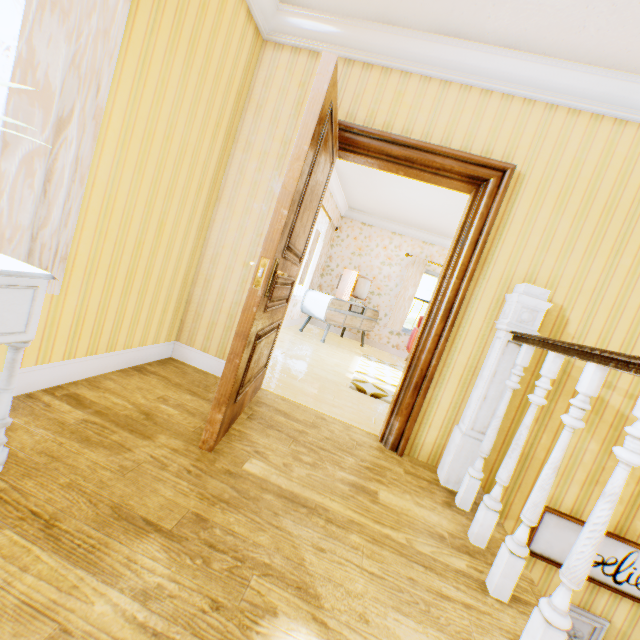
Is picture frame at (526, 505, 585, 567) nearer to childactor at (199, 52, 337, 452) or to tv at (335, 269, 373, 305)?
childactor at (199, 52, 337, 452)

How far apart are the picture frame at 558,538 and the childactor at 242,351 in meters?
2.5

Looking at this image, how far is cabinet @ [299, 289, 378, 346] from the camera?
6.4 meters

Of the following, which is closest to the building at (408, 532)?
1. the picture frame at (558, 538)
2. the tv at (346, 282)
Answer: the picture frame at (558, 538)

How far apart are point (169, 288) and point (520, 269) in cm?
287

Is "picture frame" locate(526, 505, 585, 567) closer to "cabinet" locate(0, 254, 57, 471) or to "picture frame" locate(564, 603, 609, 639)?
"picture frame" locate(564, 603, 609, 639)

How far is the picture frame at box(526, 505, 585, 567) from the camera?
2.5m

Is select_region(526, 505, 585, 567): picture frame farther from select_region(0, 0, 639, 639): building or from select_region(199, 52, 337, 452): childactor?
select_region(199, 52, 337, 452): childactor
